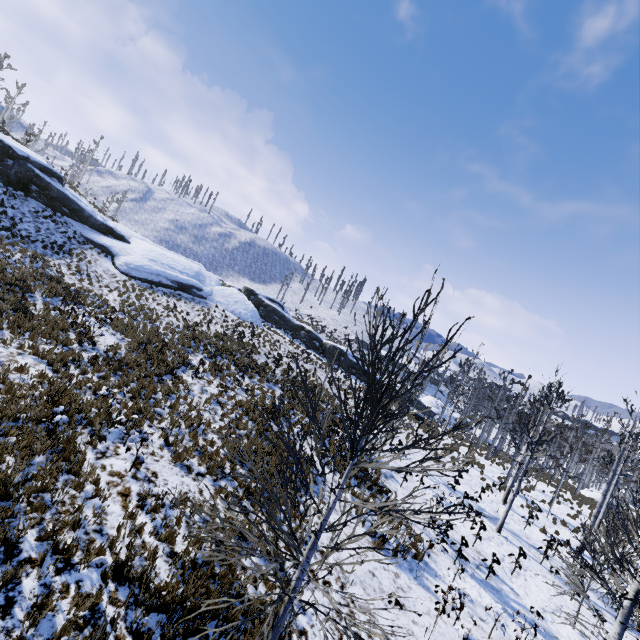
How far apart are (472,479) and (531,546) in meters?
6.1
